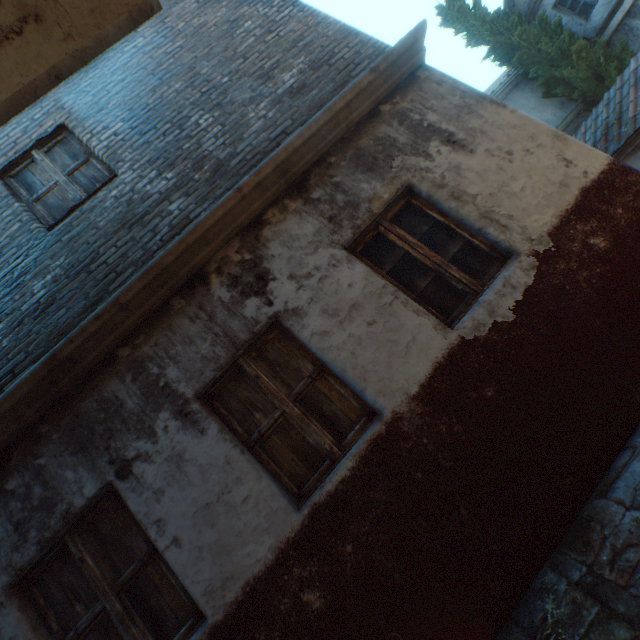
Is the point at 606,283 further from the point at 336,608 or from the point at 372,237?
the point at 336,608

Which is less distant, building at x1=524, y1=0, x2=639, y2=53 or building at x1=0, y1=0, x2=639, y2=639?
building at x1=0, y1=0, x2=639, y2=639

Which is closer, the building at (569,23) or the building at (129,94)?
the building at (129,94)

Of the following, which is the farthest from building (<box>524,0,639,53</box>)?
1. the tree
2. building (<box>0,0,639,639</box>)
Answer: building (<box>0,0,639,639</box>)

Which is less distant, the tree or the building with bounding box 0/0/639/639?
the building with bounding box 0/0/639/639

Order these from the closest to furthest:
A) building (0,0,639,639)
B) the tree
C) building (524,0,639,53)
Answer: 1. building (0,0,639,639)
2. building (524,0,639,53)
3. the tree

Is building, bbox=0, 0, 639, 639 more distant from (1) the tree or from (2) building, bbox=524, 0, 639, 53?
(2) building, bbox=524, 0, 639, 53

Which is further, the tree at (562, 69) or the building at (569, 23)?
the tree at (562, 69)
